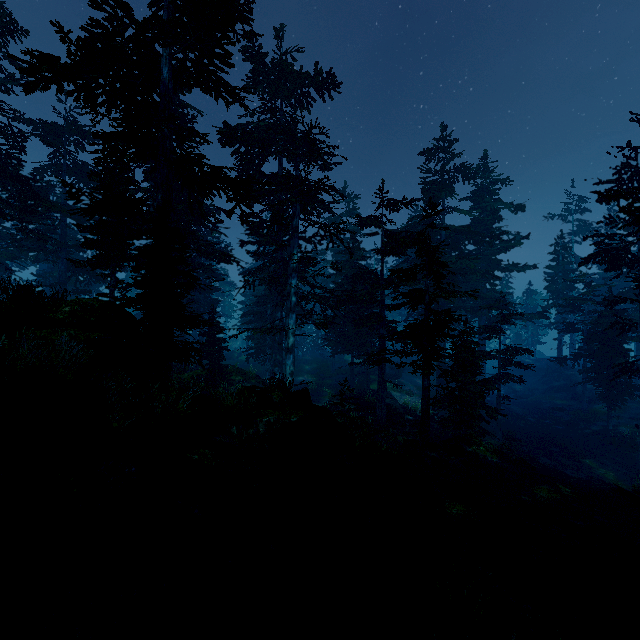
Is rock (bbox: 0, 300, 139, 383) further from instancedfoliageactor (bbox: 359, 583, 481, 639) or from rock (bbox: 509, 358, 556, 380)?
rock (bbox: 509, 358, 556, 380)

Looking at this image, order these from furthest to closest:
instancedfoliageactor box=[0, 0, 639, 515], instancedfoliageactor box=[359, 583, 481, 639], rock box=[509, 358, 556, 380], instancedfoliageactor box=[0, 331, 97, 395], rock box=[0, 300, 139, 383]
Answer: rock box=[509, 358, 556, 380] < instancedfoliageactor box=[0, 0, 639, 515] < rock box=[0, 300, 139, 383] < instancedfoliageactor box=[0, 331, 97, 395] < instancedfoliageactor box=[359, 583, 481, 639]

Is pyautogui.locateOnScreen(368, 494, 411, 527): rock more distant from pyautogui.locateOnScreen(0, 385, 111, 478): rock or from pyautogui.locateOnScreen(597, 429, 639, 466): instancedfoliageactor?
pyautogui.locateOnScreen(0, 385, 111, 478): rock

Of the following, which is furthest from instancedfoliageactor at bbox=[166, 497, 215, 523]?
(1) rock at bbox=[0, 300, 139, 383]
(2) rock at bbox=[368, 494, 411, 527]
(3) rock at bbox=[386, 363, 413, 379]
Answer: (2) rock at bbox=[368, 494, 411, 527]

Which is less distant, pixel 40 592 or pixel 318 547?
pixel 40 592

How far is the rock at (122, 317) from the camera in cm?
1280

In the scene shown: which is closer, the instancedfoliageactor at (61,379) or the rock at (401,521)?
the instancedfoliageactor at (61,379)

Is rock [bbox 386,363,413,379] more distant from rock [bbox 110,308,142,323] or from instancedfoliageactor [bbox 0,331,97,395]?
rock [bbox 110,308,142,323]
